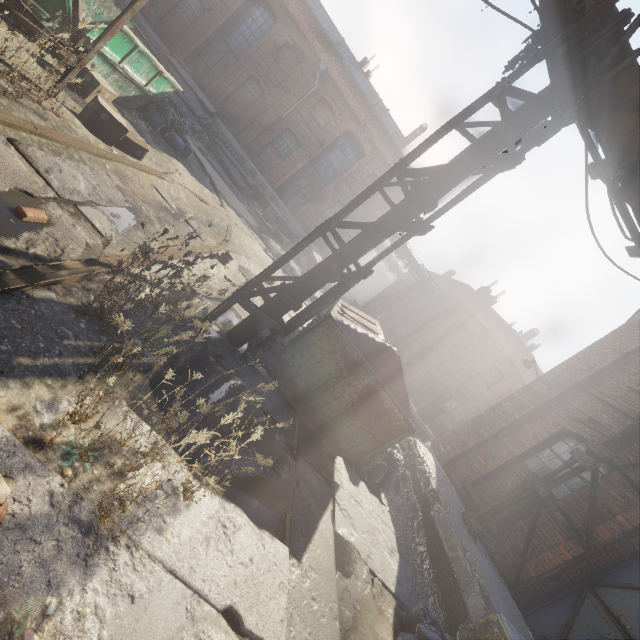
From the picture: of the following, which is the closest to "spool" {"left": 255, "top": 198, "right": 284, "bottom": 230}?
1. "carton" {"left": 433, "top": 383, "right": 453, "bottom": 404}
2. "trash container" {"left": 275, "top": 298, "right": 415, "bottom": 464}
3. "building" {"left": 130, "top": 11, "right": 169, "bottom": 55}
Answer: "building" {"left": 130, "top": 11, "right": 169, "bottom": 55}

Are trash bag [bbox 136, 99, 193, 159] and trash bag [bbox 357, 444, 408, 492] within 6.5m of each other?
no

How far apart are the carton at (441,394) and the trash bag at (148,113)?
11.0m

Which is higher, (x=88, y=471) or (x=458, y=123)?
(x=458, y=123)

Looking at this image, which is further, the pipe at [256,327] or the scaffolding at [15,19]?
the pipe at [256,327]

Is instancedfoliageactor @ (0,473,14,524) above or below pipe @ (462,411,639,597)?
below

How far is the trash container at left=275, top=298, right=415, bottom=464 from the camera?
4.8m

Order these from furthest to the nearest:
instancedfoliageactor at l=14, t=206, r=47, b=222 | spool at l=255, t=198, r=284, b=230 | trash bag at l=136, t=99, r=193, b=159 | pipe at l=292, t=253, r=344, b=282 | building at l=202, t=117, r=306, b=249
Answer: building at l=202, t=117, r=306, b=249, spool at l=255, t=198, r=284, b=230, trash bag at l=136, t=99, r=193, b=159, pipe at l=292, t=253, r=344, b=282, instancedfoliageactor at l=14, t=206, r=47, b=222
